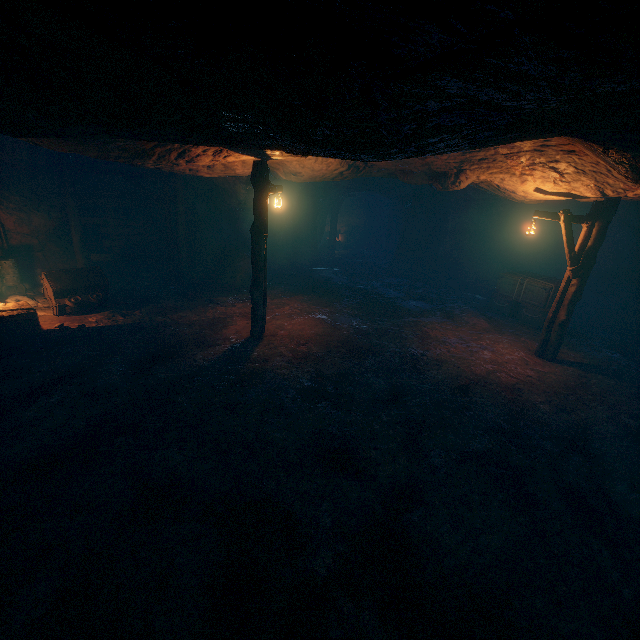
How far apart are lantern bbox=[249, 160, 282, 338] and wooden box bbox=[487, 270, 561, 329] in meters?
9.5

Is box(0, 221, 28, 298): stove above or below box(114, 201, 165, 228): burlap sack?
below

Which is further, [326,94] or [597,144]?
[597,144]

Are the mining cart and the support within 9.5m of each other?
yes

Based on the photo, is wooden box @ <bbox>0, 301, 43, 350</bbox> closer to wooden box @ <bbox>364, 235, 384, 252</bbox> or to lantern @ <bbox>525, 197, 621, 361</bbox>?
lantern @ <bbox>525, 197, 621, 361</bbox>

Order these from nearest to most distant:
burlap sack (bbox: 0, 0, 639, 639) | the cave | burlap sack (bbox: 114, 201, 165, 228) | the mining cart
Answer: burlap sack (bbox: 0, 0, 639, 639)
the mining cart
burlap sack (bbox: 114, 201, 165, 228)
the cave

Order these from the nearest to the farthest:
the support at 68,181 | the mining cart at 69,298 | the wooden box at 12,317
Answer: the wooden box at 12,317, the mining cart at 69,298, the support at 68,181

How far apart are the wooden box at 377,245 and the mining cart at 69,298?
19.5 meters
